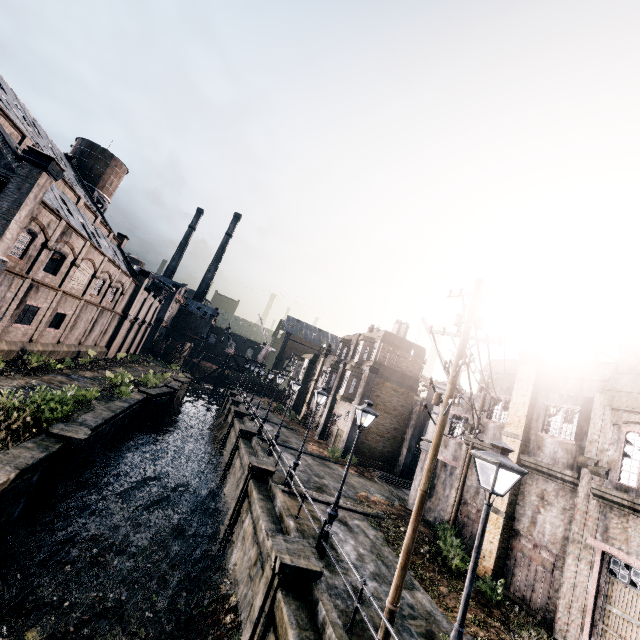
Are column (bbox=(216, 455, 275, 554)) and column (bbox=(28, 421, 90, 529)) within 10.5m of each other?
yes

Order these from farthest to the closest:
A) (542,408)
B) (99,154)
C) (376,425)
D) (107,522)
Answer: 1. (99,154)
2. (376,425)
3. (107,522)
4. (542,408)

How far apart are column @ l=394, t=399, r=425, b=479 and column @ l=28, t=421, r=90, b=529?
26.6 meters

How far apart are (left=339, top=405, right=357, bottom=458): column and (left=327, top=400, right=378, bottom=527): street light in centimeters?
2001cm

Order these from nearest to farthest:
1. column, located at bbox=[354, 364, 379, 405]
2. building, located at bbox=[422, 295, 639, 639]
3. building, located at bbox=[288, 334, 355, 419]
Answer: building, located at bbox=[422, 295, 639, 639], column, located at bbox=[354, 364, 379, 405], building, located at bbox=[288, 334, 355, 419]

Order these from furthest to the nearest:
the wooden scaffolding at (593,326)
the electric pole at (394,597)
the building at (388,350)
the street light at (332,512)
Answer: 1. the building at (388,350)
2. the wooden scaffolding at (593,326)
3. the street light at (332,512)
4. the electric pole at (394,597)

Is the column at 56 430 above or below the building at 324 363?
below

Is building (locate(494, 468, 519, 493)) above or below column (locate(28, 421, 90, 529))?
above
